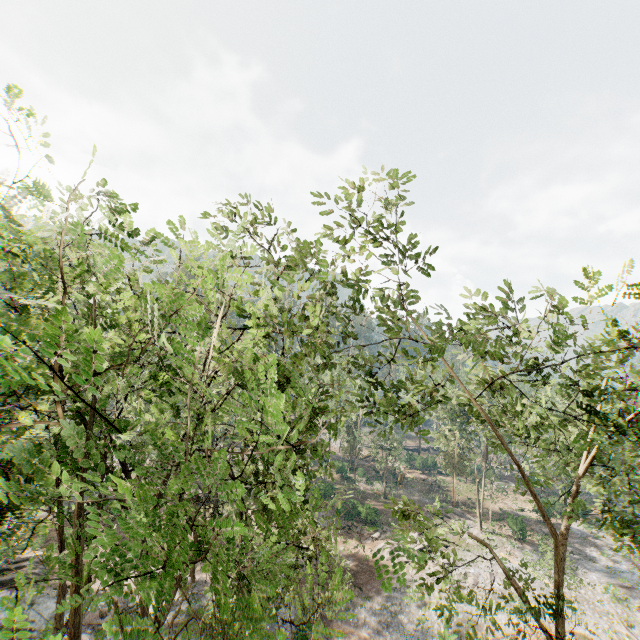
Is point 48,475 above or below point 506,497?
above
